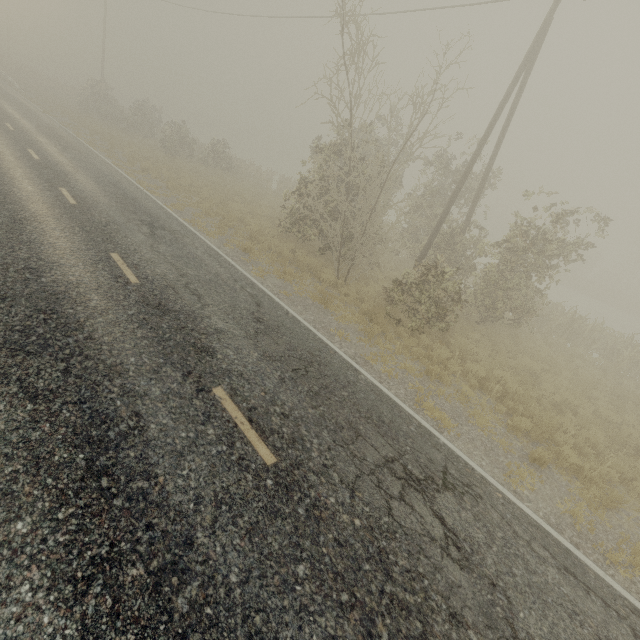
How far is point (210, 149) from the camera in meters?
27.4
